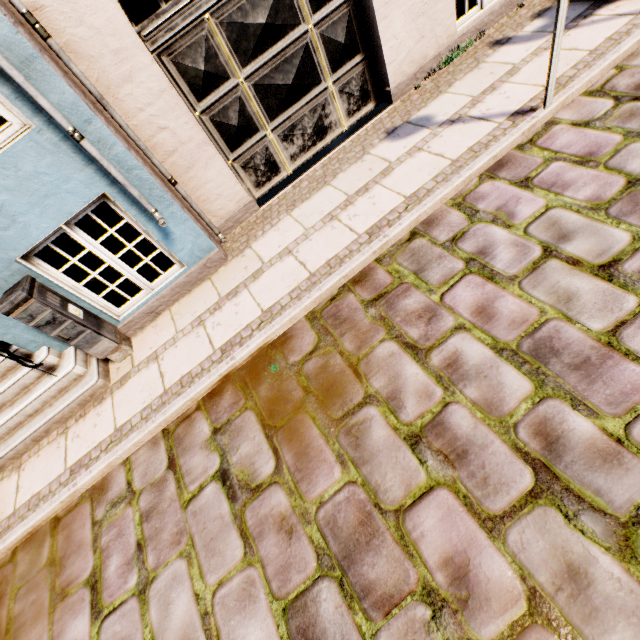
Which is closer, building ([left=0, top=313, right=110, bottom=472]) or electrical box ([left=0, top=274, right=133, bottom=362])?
electrical box ([left=0, top=274, right=133, bottom=362])

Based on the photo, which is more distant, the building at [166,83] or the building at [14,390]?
the building at [14,390]

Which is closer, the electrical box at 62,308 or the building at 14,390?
the electrical box at 62,308

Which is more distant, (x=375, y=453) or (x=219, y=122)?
(x=219, y=122)

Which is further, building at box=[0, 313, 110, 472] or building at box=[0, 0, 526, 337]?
building at box=[0, 313, 110, 472]
